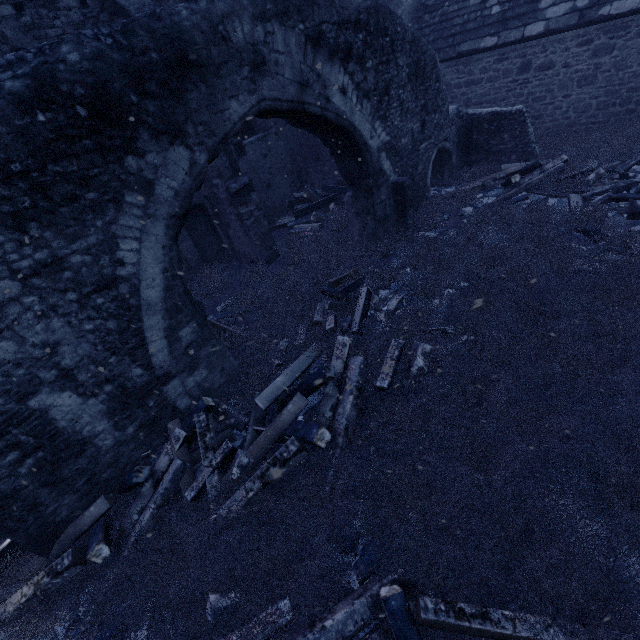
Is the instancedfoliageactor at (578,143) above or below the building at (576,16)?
below

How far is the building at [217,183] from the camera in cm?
779

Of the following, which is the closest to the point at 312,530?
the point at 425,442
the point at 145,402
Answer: the point at 425,442

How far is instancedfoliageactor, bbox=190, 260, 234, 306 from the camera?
8.19m

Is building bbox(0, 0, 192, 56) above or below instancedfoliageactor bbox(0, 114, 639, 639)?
above

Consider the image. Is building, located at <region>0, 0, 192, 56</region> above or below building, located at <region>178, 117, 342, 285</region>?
above

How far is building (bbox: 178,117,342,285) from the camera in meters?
7.8 m
